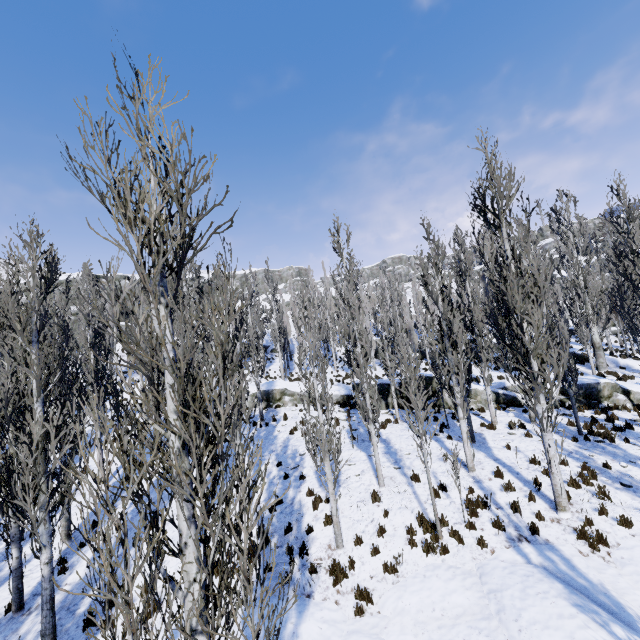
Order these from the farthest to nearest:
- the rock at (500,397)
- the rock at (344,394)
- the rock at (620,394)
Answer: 1. the rock at (344,394)
2. the rock at (500,397)
3. the rock at (620,394)

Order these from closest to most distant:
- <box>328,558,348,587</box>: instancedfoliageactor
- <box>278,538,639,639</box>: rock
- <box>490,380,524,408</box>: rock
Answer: <box>278,538,639,639</box>: rock
<box>328,558,348,587</box>: instancedfoliageactor
<box>490,380,524,408</box>: rock

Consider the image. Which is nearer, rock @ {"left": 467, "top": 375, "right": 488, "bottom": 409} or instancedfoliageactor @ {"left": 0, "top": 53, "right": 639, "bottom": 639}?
instancedfoliageactor @ {"left": 0, "top": 53, "right": 639, "bottom": 639}

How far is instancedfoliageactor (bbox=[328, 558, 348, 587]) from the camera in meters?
8.3

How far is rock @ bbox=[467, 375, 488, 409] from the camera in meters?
18.0 m

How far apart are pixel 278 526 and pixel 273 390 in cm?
1242

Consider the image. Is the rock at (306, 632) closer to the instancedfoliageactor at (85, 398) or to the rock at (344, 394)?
the instancedfoliageactor at (85, 398)
